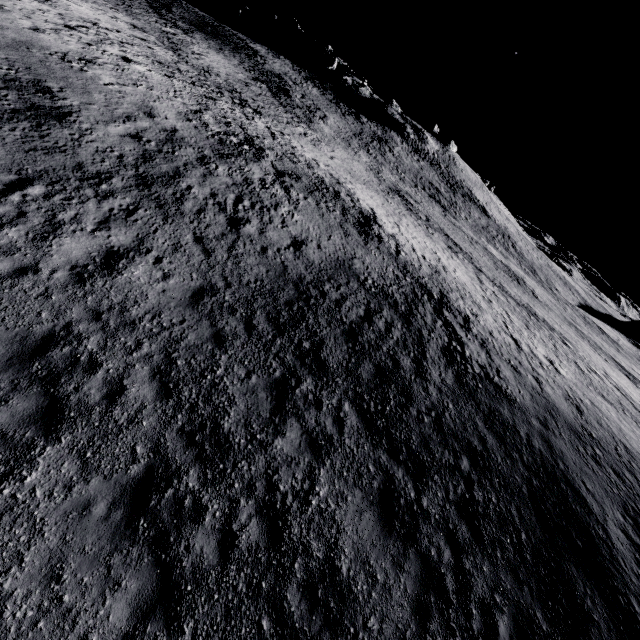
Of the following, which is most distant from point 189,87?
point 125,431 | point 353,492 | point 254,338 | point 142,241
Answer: point 353,492
